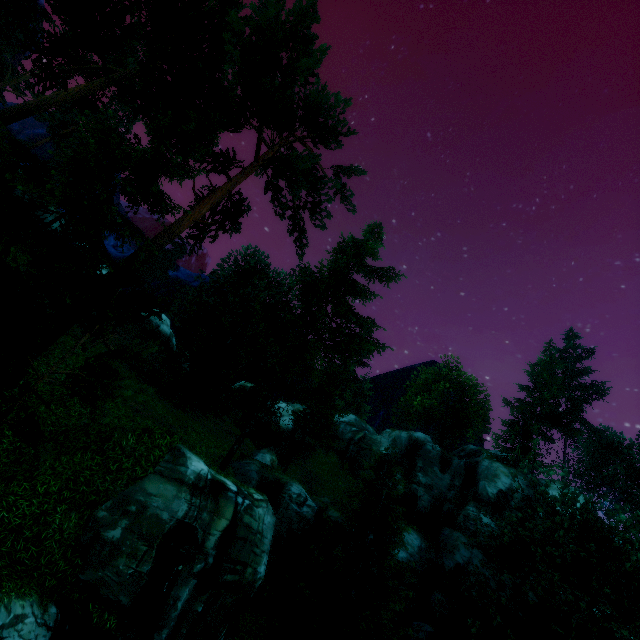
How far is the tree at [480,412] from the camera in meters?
43.2

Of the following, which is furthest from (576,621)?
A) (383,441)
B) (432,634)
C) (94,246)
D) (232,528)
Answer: (94,246)

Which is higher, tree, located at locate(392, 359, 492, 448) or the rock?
tree, located at locate(392, 359, 492, 448)

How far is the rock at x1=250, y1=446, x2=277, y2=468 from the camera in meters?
20.9

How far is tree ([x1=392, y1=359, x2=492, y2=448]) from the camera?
43.2m

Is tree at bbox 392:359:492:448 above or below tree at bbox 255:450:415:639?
above

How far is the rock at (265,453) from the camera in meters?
20.9 m
